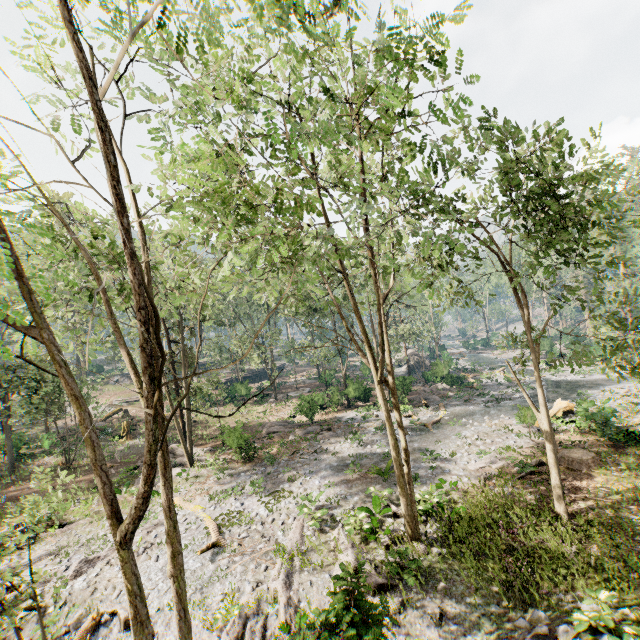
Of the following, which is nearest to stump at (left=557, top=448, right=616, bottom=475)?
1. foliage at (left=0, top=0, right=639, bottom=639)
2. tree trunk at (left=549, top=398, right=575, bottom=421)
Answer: tree trunk at (left=549, top=398, right=575, bottom=421)

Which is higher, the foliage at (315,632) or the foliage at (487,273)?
the foliage at (487,273)

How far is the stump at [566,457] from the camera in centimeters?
1585cm

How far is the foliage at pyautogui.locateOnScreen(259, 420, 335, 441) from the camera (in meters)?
26.55

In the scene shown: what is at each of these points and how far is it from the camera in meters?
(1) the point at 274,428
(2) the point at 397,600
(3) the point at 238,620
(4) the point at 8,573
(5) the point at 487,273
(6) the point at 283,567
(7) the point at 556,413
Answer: (1) foliage, 29.7 m
(2) foliage, 10.0 m
(3) foliage, 10.0 m
(4) foliage, 7.3 m
(5) foliage, 49.3 m
(6) foliage, 12.1 m
(7) tree trunk, 23.3 m

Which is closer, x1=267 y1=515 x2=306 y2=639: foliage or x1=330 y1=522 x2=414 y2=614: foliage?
x1=330 y1=522 x2=414 y2=614: foliage
